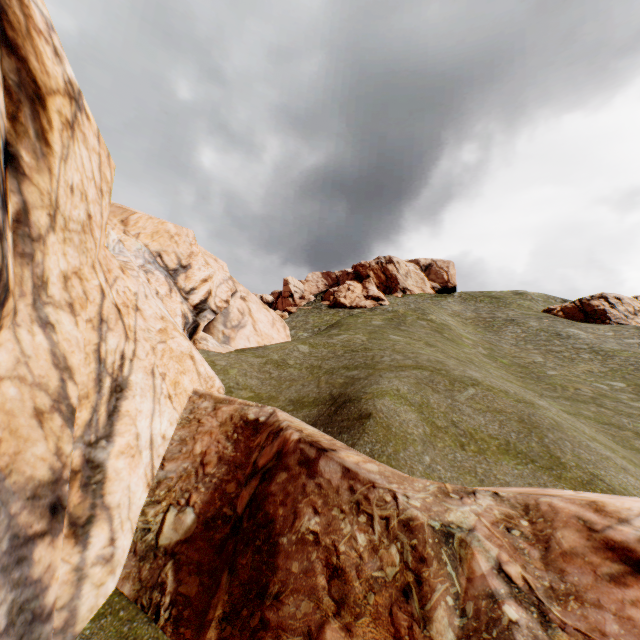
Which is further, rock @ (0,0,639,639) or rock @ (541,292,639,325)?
rock @ (541,292,639,325)

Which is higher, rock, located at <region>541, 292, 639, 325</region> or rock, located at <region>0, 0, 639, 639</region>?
rock, located at <region>541, 292, 639, 325</region>

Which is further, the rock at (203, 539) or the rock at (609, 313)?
the rock at (609, 313)

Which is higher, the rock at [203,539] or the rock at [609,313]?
the rock at [609,313]

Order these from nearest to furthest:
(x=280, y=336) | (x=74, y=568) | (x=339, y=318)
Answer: (x=74, y=568) → (x=280, y=336) → (x=339, y=318)
